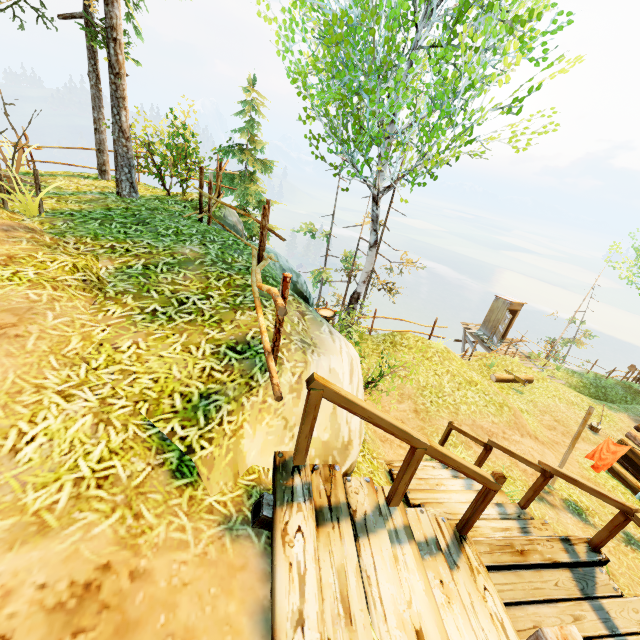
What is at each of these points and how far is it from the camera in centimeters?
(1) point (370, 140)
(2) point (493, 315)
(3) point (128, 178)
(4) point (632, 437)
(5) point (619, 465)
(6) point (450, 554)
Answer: (1) tree, 743cm
(2) outhouse, 2066cm
(3) tree, 729cm
(4) log, 1029cm
(5) log, 1001cm
(6) stairs, 322cm

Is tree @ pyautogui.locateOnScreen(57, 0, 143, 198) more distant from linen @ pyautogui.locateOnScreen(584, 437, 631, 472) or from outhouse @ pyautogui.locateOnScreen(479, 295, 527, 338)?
outhouse @ pyautogui.locateOnScreen(479, 295, 527, 338)

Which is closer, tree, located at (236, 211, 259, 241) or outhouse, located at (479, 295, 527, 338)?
tree, located at (236, 211, 259, 241)

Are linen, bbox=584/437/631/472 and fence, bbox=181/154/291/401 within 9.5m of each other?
yes

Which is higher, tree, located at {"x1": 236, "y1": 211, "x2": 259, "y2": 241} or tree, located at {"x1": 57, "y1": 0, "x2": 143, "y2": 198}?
tree, located at {"x1": 57, "y1": 0, "x2": 143, "y2": 198}

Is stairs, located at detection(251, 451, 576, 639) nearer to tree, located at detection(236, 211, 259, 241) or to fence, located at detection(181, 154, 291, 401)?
fence, located at detection(181, 154, 291, 401)

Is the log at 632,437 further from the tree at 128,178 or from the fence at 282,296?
the fence at 282,296

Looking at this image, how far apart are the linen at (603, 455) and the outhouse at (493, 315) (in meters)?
13.53
